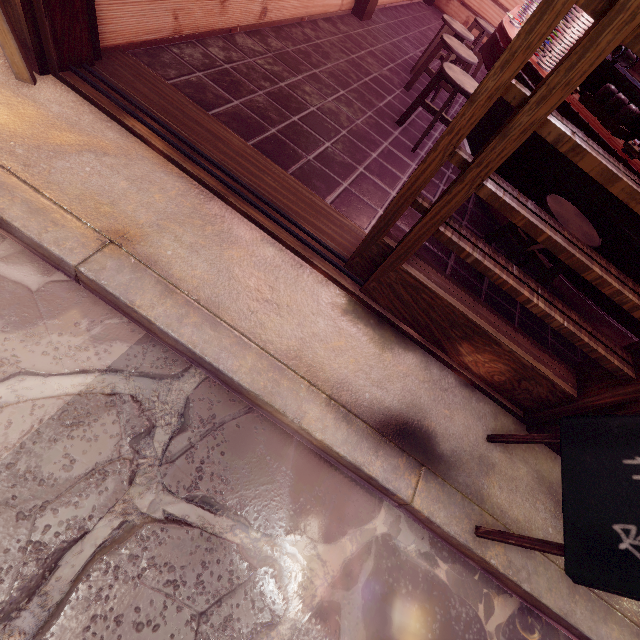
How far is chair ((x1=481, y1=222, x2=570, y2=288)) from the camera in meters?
4.3

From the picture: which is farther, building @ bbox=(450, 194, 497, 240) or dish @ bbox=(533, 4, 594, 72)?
building @ bbox=(450, 194, 497, 240)

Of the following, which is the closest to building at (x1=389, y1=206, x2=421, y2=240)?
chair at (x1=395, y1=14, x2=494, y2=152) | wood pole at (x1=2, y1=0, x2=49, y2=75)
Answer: chair at (x1=395, y1=14, x2=494, y2=152)

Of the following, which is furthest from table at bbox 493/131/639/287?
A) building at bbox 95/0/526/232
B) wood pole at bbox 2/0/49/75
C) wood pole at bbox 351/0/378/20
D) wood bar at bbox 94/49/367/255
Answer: wood pole at bbox 2/0/49/75

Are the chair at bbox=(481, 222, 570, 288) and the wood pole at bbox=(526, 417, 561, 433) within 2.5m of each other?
yes

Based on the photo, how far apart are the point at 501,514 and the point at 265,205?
3.87m

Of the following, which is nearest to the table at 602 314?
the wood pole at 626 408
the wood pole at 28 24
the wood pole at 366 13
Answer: the wood pole at 626 408

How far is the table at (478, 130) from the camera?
5.8m
